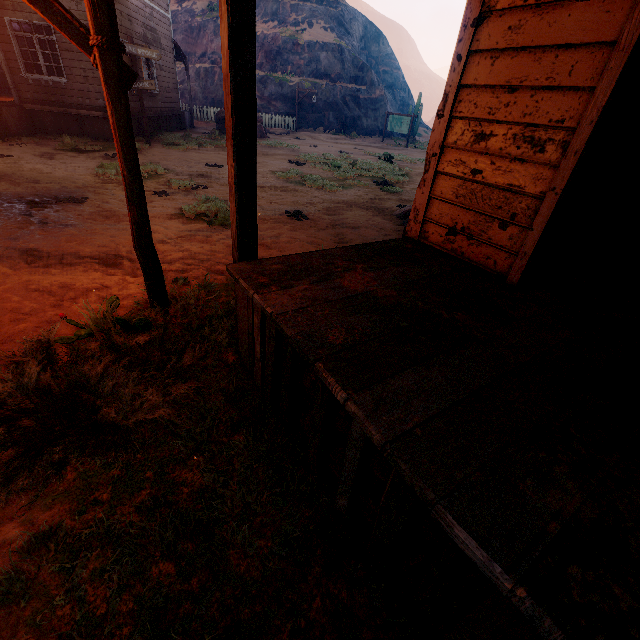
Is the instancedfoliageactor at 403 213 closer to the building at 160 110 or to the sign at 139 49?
the building at 160 110

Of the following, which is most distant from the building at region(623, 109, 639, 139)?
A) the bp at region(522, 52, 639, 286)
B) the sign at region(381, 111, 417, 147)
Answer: the sign at region(381, 111, 417, 147)

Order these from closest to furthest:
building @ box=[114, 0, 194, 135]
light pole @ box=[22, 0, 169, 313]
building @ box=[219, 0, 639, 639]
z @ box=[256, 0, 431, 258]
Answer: building @ box=[219, 0, 639, 639], light pole @ box=[22, 0, 169, 313], z @ box=[256, 0, 431, 258], building @ box=[114, 0, 194, 135]

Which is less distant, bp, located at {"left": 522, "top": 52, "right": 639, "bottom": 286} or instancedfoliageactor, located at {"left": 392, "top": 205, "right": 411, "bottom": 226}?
bp, located at {"left": 522, "top": 52, "right": 639, "bottom": 286}

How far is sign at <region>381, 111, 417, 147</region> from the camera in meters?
24.7 m

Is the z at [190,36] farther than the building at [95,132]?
Yes

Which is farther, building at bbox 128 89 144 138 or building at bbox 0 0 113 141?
building at bbox 128 89 144 138

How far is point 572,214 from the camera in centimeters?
220cm
